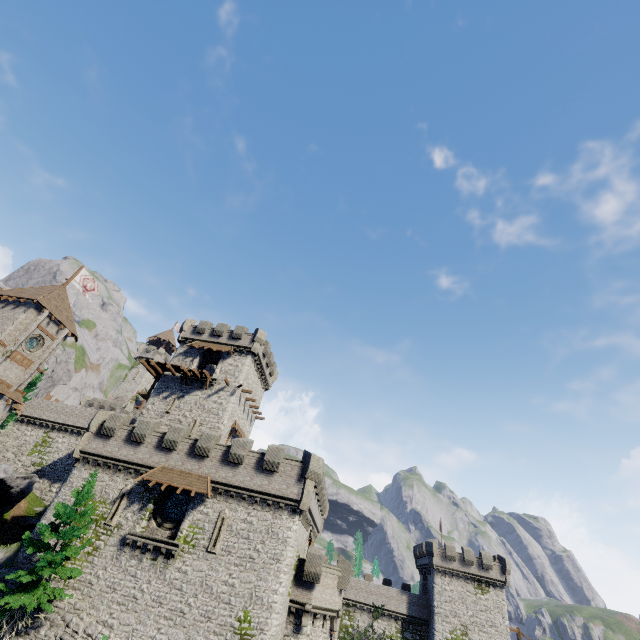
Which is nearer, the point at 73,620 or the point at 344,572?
the point at 73,620

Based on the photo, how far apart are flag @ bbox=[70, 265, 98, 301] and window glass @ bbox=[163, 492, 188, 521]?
31.50m

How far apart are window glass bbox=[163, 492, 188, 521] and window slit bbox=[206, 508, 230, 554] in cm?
284

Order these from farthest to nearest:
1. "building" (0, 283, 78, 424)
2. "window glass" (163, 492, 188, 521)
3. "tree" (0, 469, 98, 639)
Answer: "building" (0, 283, 78, 424) < "window glass" (163, 492, 188, 521) < "tree" (0, 469, 98, 639)

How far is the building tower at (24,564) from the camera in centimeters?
2288cm

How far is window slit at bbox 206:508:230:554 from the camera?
23.0 meters

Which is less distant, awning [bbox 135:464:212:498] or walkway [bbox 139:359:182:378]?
awning [bbox 135:464:212:498]

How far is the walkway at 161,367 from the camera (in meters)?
37.12
